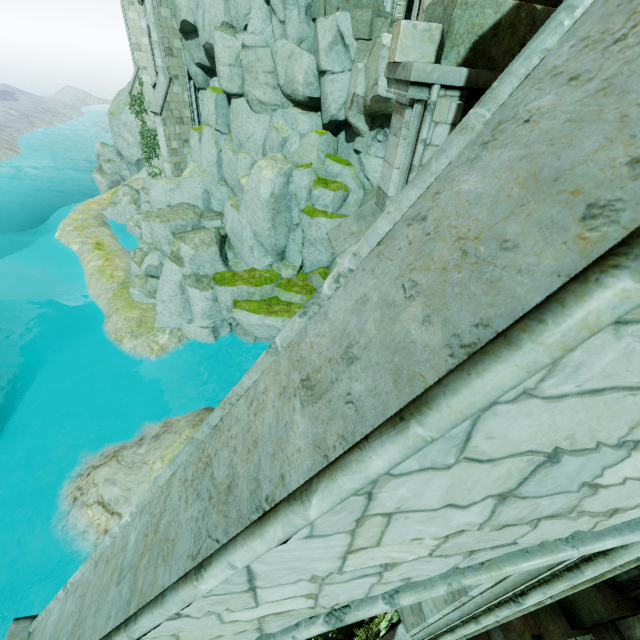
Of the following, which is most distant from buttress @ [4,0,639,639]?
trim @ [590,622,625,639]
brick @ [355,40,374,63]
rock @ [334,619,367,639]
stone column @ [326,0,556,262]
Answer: brick @ [355,40,374,63]

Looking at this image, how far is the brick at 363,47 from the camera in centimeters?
1238cm

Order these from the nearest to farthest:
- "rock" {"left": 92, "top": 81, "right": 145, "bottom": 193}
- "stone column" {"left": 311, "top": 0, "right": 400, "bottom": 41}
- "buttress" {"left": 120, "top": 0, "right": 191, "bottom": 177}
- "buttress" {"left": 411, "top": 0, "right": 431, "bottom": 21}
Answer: "buttress" {"left": 411, "top": 0, "right": 431, "bottom": 21}
"stone column" {"left": 311, "top": 0, "right": 400, "bottom": 41}
"buttress" {"left": 120, "top": 0, "right": 191, "bottom": 177}
"rock" {"left": 92, "top": 81, "right": 145, "bottom": 193}

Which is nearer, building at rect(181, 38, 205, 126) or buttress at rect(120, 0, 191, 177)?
buttress at rect(120, 0, 191, 177)

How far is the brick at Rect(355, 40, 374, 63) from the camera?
12.4 meters

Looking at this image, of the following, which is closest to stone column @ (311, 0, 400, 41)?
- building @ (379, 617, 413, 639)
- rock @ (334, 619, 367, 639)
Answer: rock @ (334, 619, 367, 639)

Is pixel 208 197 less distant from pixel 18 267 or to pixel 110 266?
pixel 110 266

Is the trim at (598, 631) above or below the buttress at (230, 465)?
below
